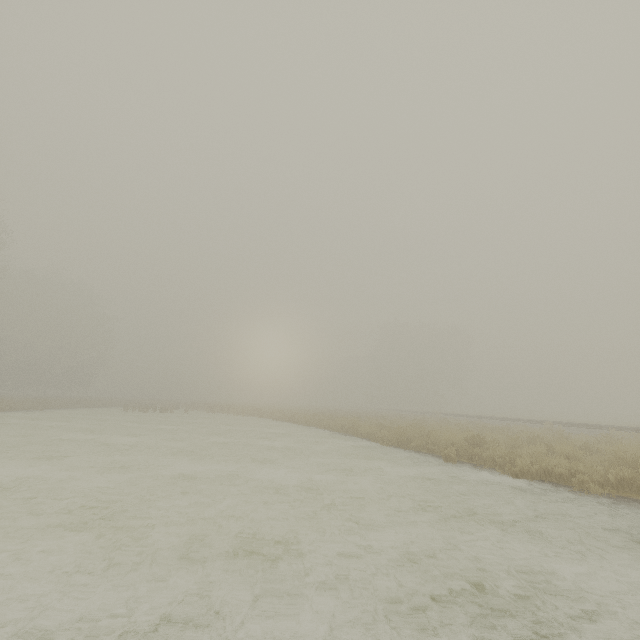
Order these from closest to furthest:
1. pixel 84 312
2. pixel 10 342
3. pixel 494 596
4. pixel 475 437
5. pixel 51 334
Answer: pixel 494 596, pixel 475 437, pixel 10 342, pixel 51 334, pixel 84 312
